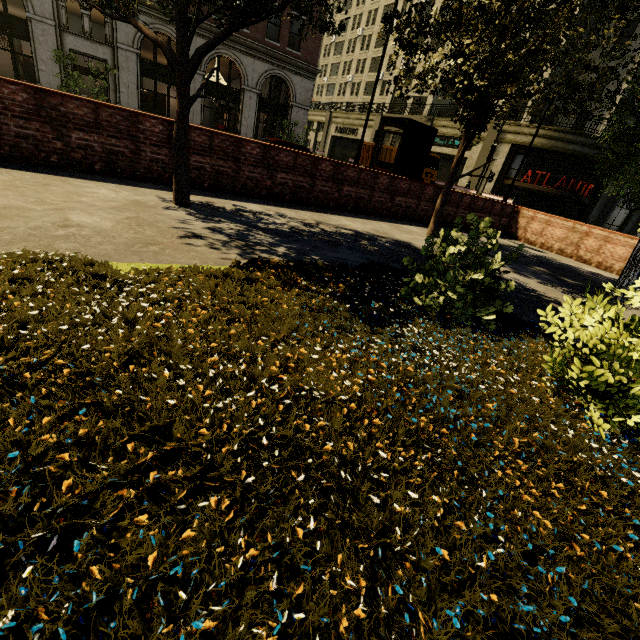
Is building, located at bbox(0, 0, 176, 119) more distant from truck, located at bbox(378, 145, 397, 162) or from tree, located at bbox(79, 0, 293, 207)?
truck, located at bbox(378, 145, 397, 162)

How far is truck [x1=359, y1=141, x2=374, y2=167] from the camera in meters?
28.8

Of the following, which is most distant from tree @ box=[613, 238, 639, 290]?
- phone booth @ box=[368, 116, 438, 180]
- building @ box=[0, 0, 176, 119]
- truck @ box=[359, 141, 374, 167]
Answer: truck @ box=[359, 141, 374, 167]

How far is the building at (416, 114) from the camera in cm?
3138

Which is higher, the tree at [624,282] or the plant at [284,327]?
the tree at [624,282]

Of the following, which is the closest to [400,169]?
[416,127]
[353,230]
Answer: [416,127]

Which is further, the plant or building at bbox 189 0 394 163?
building at bbox 189 0 394 163

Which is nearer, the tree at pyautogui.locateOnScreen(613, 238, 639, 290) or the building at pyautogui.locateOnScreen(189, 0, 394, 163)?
the tree at pyautogui.locateOnScreen(613, 238, 639, 290)
